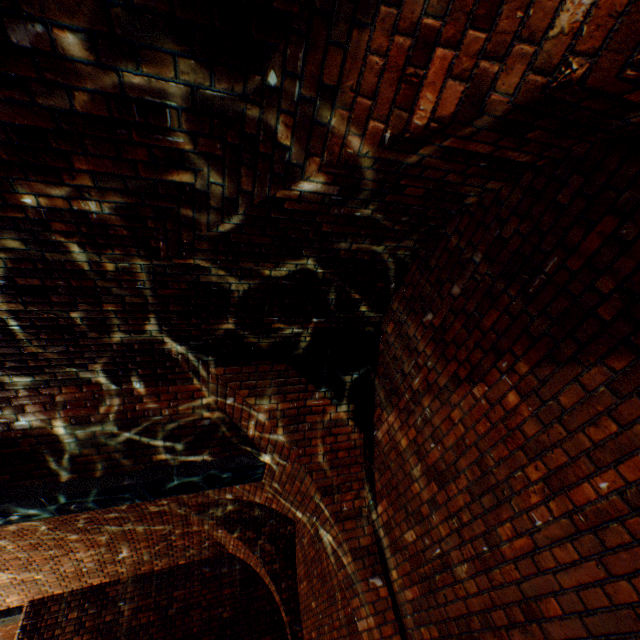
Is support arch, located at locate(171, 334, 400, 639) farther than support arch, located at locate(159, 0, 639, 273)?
Yes

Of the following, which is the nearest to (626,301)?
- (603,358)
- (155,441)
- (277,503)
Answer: (603,358)

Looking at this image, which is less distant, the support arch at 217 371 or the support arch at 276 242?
the support arch at 276 242
